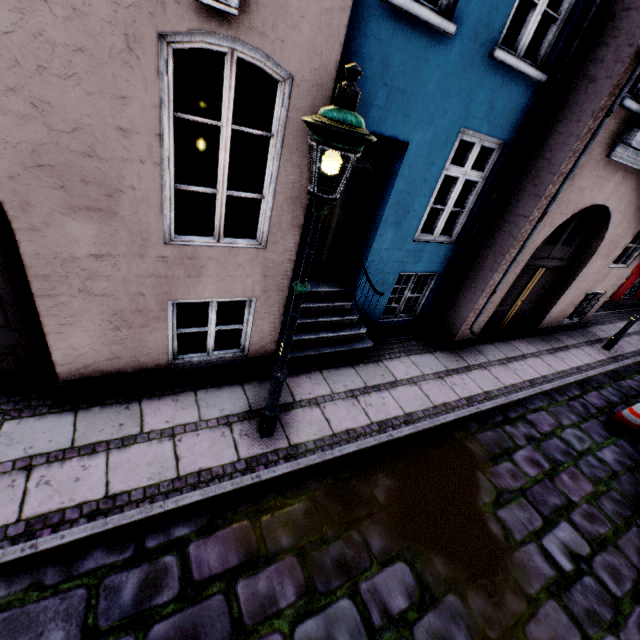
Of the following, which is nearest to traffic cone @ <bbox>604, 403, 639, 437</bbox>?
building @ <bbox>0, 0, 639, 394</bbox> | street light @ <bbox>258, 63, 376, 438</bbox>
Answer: building @ <bbox>0, 0, 639, 394</bbox>

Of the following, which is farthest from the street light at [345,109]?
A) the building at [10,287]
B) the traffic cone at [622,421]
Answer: the traffic cone at [622,421]

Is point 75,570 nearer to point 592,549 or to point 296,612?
point 296,612

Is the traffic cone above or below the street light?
below

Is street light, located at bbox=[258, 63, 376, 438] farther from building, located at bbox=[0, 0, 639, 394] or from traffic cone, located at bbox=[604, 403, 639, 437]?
traffic cone, located at bbox=[604, 403, 639, 437]

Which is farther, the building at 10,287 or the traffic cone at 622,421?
the traffic cone at 622,421

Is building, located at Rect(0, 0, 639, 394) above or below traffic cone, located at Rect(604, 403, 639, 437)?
above

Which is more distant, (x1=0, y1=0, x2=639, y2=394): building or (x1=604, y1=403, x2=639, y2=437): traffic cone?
(x1=604, y1=403, x2=639, y2=437): traffic cone
